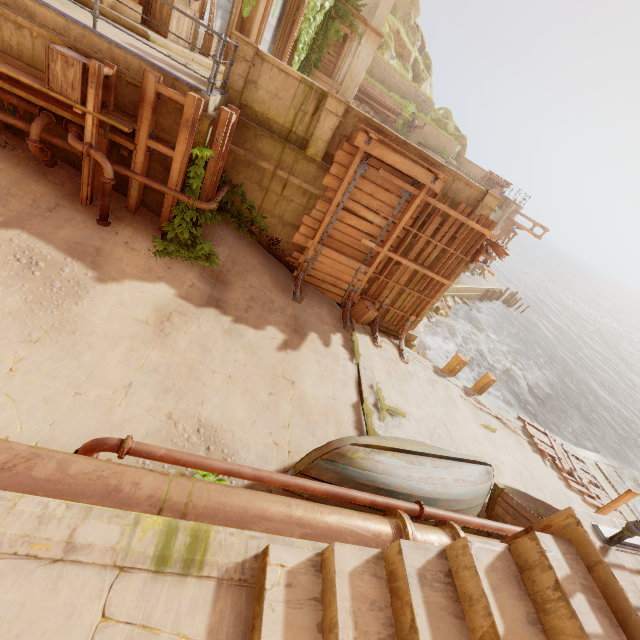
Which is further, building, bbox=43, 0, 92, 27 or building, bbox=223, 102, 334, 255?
building, bbox=223, 102, 334, 255

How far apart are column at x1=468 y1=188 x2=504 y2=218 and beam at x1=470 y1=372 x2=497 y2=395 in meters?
6.1

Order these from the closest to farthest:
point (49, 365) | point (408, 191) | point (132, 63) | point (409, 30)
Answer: point (49, 365) → point (132, 63) → point (408, 191) → point (409, 30)

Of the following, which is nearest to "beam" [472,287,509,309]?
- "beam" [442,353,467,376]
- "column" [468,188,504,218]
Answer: "beam" [442,353,467,376]

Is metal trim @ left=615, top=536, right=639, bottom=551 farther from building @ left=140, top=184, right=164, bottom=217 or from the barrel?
the barrel

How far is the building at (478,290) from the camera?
11.22m

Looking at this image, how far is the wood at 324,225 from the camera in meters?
8.4 m

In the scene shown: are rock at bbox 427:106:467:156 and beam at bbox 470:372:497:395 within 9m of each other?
no
